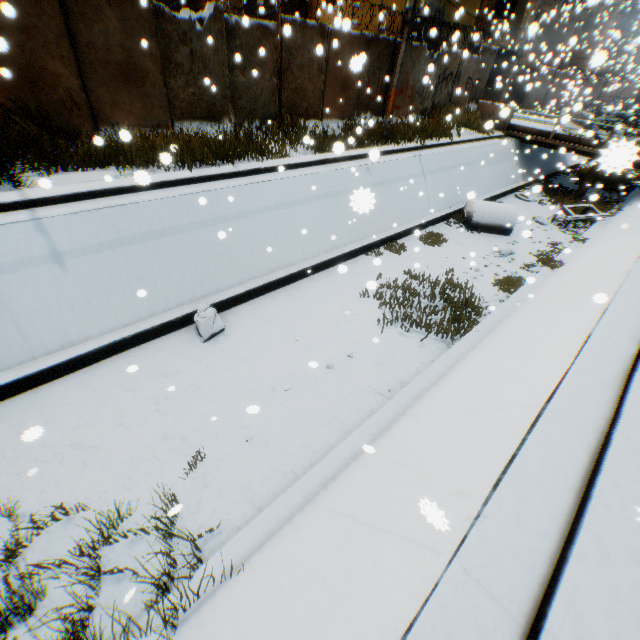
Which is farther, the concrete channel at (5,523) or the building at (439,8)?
the building at (439,8)

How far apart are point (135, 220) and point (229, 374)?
3.9 meters

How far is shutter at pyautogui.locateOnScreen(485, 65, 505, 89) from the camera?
13.90m

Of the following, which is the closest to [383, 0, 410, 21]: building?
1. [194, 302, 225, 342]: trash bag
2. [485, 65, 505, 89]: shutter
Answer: [485, 65, 505, 89]: shutter

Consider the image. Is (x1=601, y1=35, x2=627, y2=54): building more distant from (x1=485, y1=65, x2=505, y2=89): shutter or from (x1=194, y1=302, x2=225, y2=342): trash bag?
(x1=194, y1=302, x2=225, y2=342): trash bag

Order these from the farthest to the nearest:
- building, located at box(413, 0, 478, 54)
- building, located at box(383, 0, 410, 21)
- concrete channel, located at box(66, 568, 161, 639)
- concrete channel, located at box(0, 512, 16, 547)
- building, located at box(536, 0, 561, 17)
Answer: building, located at box(536, 0, 561, 17)
building, located at box(413, 0, 478, 54)
building, located at box(383, 0, 410, 21)
concrete channel, located at box(0, 512, 16, 547)
concrete channel, located at box(66, 568, 161, 639)

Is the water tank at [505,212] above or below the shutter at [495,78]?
below
